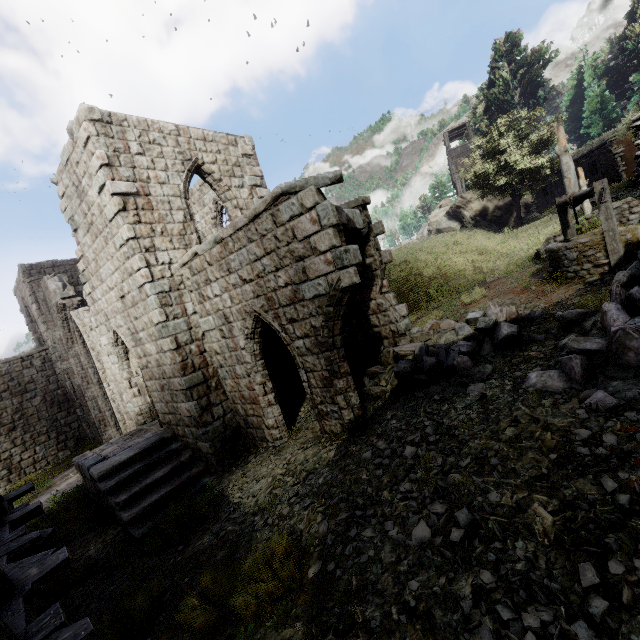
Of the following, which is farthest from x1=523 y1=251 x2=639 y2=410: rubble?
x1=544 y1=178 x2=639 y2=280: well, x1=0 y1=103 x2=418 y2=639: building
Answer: x1=544 y1=178 x2=639 y2=280: well

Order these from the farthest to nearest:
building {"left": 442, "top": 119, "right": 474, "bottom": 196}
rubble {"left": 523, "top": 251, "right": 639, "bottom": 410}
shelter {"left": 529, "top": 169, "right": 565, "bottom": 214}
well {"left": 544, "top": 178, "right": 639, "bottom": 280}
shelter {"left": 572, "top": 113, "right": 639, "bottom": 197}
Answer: building {"left": 442, "top": 119, "right": 474, "bottom": 196} < shelter {"left": 529, "top": 169, "right": 565, "bottom": 214} < shelter {"left": 572, "top": 113, "right": 639, "bottom": 197} < well {"left": 544, "top": 178, "right": 639, "bottom": 280} < rubble {"left": 523, "top": 251, "right": 639, "bottom": 410}

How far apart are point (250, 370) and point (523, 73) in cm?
4701

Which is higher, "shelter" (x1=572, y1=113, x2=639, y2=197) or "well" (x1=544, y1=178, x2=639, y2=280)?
"shelter" (x1=572, y1=113, x2=639, y2=197)

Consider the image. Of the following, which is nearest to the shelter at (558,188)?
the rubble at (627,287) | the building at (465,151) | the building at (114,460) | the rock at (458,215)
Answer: the rock at (458,215)

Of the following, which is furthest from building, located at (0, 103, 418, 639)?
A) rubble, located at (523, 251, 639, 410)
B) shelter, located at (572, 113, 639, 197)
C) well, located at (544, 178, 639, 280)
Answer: shelter, located at (572, 113, 639, 197)

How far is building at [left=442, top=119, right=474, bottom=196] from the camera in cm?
3881

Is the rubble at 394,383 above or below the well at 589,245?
below
